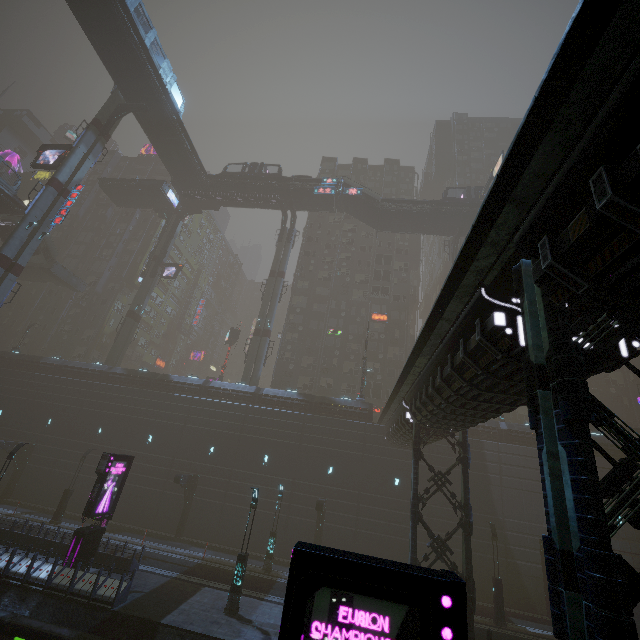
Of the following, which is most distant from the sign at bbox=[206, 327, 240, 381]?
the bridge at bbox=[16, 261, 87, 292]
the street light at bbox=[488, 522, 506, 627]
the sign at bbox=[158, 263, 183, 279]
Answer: the street light at bbox=[488, 522, 506, 627]

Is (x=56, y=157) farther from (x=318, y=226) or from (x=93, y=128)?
(x=318, y=226)

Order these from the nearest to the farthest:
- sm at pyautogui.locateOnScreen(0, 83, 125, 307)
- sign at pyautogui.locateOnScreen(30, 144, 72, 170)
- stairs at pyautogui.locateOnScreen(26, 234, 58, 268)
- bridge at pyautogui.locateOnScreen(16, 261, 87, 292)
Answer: sm at pyautogui.locateOnScreen(0, 83, 125, 307) → sign at pyautogui.locateOnScreen(30, 144, 72, 170) → stairs at pyautogui.locateOnScreen(26, 234, 58, 268) → bridge at pyautogui.locateOnScreen(16, 261, 87, 292)

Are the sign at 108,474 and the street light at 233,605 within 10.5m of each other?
yes

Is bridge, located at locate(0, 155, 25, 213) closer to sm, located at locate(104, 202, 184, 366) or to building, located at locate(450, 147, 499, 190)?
sm, located at locate(104, 202, 184, 366)

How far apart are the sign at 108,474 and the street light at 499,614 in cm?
2454

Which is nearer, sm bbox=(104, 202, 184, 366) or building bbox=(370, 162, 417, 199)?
sm bbox=(104, 202, 184, 366)

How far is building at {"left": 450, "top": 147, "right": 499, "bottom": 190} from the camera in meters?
56.7
